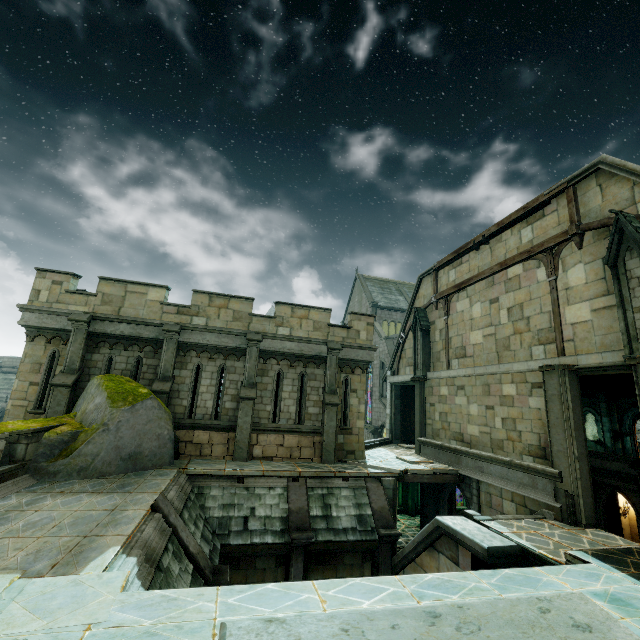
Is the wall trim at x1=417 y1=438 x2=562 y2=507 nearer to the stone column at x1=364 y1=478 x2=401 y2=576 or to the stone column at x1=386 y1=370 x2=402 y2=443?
the stone column at x1=364 y1=478 x2=401 y2=576

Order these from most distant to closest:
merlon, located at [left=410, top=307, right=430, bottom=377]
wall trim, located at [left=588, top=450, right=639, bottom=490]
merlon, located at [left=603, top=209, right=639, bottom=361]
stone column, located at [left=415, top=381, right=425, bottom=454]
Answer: merlon, located at [left=410, top=307, right=430, bottom=377] → stone column, located at [left=415, top=381, right=425, bottom=454] → wall trim, located at [left=588, top=450, right=639, bottom=490] → merlon, located at [left=603, top=209, right=639, bottom=361]

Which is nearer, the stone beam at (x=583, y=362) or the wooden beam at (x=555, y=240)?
the stone beam at (x=583, y=362)

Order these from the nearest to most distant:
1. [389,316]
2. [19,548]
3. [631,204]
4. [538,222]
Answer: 1. [19,548]
2. [631,204]
3. [538,222]
4. [389,316]

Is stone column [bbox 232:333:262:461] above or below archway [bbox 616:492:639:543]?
above

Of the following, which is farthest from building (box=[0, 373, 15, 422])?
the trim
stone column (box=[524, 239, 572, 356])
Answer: the trim

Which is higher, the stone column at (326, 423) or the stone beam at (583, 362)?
the stone beam at (583, 362)

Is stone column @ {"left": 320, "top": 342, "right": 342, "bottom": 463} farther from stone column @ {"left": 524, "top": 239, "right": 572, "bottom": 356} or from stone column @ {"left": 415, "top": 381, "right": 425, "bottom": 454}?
stone column @ {"left": 524, "top": 239, "right": 572, "bottom": 356}
